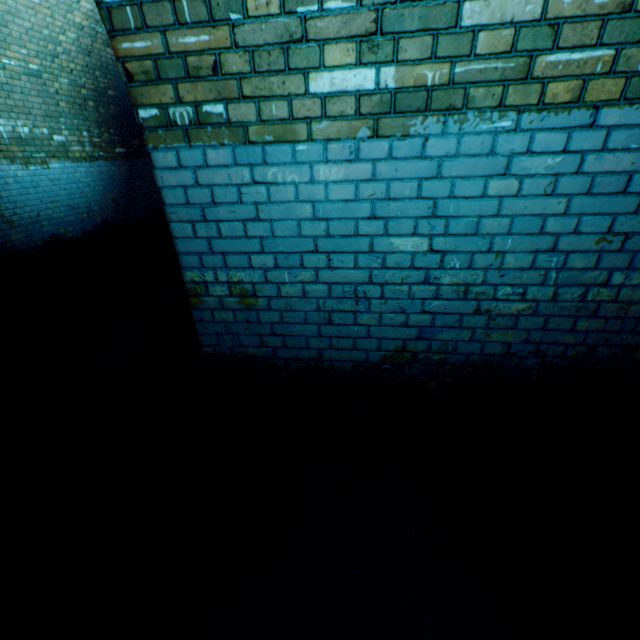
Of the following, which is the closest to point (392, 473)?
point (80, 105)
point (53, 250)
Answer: point (53, 250)
